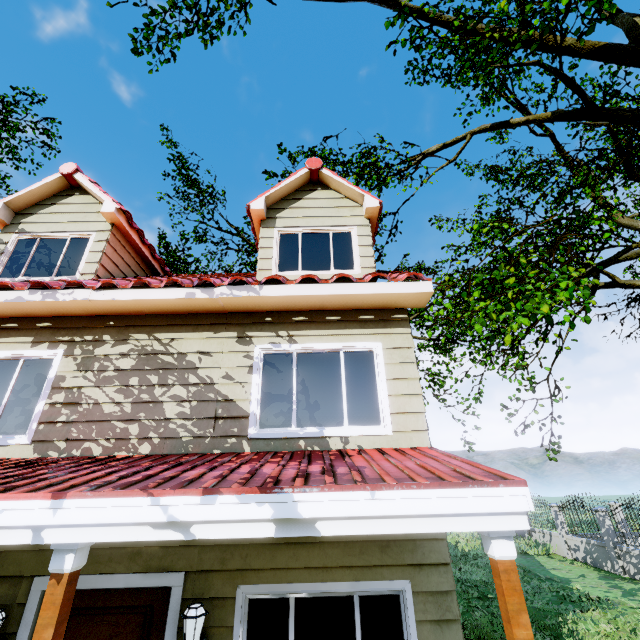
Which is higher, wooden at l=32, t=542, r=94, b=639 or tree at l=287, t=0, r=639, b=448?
tree at l=287, t=0, r=639, b=448

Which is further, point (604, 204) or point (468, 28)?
point (604, 204)

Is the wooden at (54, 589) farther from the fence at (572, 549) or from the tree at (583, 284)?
the tree at (583, 284)

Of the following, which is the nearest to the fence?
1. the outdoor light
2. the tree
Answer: the tree

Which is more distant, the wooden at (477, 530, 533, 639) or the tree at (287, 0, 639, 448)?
the tree at (287, 0, 639, 448)

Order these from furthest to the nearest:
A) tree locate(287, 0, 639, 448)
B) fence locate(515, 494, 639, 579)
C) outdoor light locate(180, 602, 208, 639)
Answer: fence locate(515, 494, 639, 579) → tree locate(287, 0, 639, 448) → outdoor light locate(180, 602, 208, 639)

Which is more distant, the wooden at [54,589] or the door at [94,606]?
the door at [94,606]

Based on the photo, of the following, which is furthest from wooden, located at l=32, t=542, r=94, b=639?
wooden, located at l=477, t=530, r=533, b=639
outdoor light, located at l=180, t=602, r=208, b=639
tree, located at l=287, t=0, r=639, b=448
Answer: tree, located at l=287, t=0, r=639, b=448
